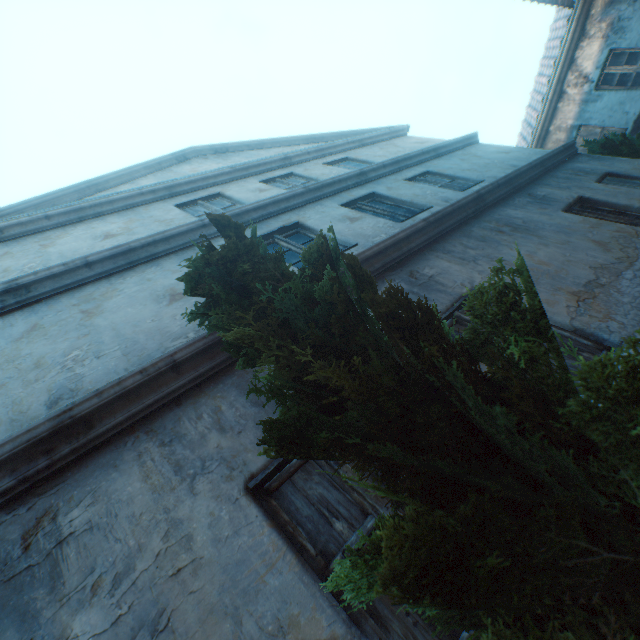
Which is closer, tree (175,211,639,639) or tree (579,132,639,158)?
tree (175,211,639,639)

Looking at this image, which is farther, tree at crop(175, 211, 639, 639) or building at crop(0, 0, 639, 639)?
building at crop(0, 0, 639, 639)

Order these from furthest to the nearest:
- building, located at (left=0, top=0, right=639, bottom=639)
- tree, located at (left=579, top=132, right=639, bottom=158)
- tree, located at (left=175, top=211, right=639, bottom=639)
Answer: tree, located at (left=579, top=132, right=639, bottom=158)
building, located at (left=0, top=0, right=639, bottom=639)
tree, located at (left=175, top=211, right=639, bottom=639)

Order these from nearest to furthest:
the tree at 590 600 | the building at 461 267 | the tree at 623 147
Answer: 1. the tree at 590 600
2. the building at 461 267
3. the tree at 623 147

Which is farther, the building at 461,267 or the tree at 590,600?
the building at 461,267

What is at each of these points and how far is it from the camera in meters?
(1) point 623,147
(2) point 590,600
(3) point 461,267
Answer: (1) tree, 7.7
(2) tree, 0.8
(3) building, 3.9
